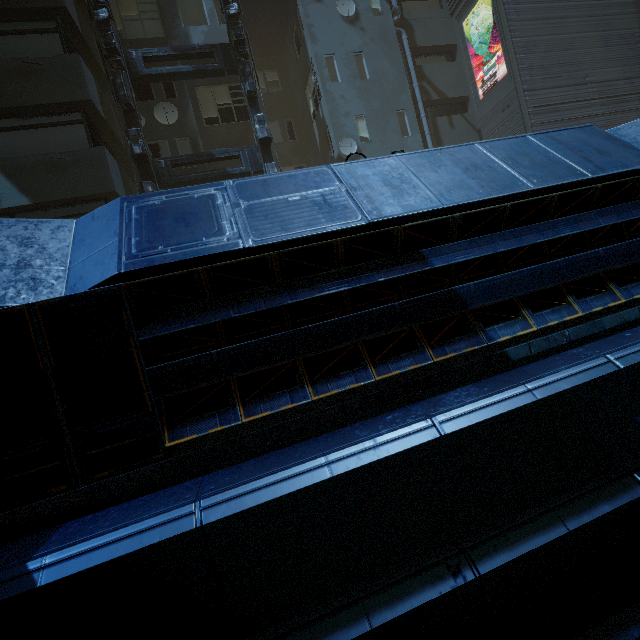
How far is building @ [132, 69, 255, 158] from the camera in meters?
13.5 m

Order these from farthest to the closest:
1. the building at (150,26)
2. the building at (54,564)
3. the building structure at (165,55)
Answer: the building at (150,26) < the building structure at (165,55) < the building at (54,564)

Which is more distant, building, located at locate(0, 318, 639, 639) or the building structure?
the building structure

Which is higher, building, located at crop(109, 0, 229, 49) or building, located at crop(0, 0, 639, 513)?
building, located at crop(109, 0, 229, 49)

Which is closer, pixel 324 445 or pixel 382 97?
pixel 324 445

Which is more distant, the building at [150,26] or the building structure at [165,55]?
the building at [150,26]

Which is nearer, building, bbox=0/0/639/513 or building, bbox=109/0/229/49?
building, bbox=0/0/639/513

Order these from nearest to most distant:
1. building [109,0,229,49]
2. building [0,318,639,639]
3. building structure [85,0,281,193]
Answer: building [0,318,639,639], building structure [85,0,281,193], building [109,0,229,49]
